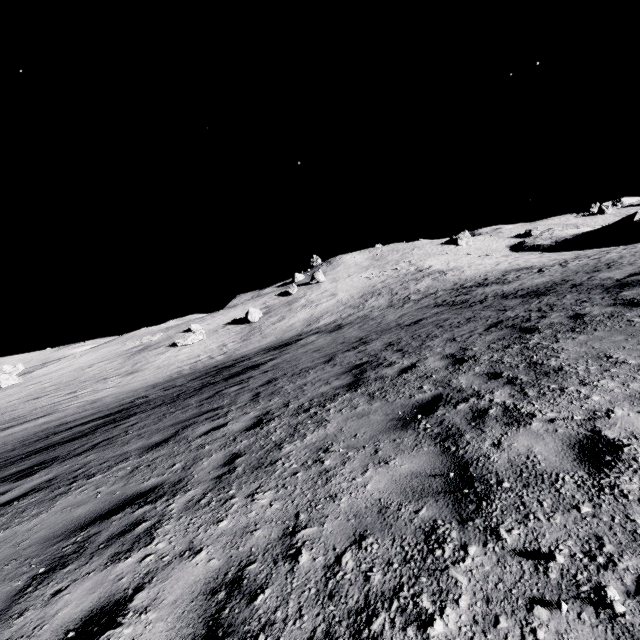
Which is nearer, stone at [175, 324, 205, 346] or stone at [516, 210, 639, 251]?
stone at [175, 324, 205, 346]

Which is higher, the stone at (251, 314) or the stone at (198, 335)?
the stone at (251, 314)

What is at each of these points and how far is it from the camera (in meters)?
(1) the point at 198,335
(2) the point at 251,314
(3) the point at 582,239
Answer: (1) stone, 41.91
(2) stone, 45.31
(3) stone, 50.62

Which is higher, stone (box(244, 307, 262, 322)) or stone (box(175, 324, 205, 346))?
stone (box(244, 307, 262, 322))

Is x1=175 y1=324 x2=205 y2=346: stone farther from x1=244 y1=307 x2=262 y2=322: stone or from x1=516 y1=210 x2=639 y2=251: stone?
x1=516 y1=210 x2=639 y2=251: stone

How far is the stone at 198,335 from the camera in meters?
41.3

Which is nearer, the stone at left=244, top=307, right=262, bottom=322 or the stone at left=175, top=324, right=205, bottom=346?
the stone at left=175, top=324, right=205, bottom=346
